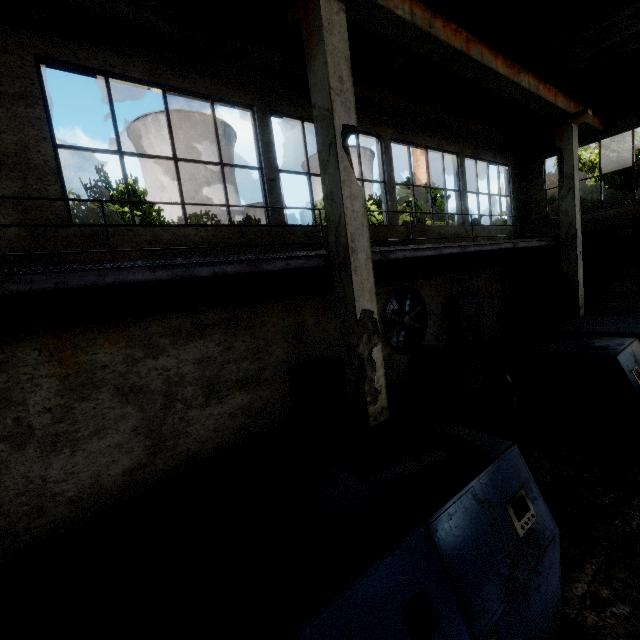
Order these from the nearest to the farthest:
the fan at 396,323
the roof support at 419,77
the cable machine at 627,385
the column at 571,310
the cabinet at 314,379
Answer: the cable machine at 627,385 < the cabinet at 314,379 < the roof support at 419,77 < the fan at 396,323 < the column at 571,310

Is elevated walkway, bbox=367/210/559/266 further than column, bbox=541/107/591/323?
No

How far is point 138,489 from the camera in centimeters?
589cm

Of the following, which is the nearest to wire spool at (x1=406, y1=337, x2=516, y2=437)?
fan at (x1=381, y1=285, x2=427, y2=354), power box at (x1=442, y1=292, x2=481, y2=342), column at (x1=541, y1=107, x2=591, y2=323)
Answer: fan at (x1=381, y1=285, x2=427, y2=354)

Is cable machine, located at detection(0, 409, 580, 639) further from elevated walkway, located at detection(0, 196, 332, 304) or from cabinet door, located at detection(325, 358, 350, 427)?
cabinet door, located at detection(325, 358, 350, 427)

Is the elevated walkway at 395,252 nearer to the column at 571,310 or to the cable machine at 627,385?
the column at 571,310

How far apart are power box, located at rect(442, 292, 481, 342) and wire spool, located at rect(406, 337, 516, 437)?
4.24m

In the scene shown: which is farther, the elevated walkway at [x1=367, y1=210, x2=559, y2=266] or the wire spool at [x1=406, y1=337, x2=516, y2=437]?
the elevated walkway at [x1=367, y1=210, x2=559, y2=266]
